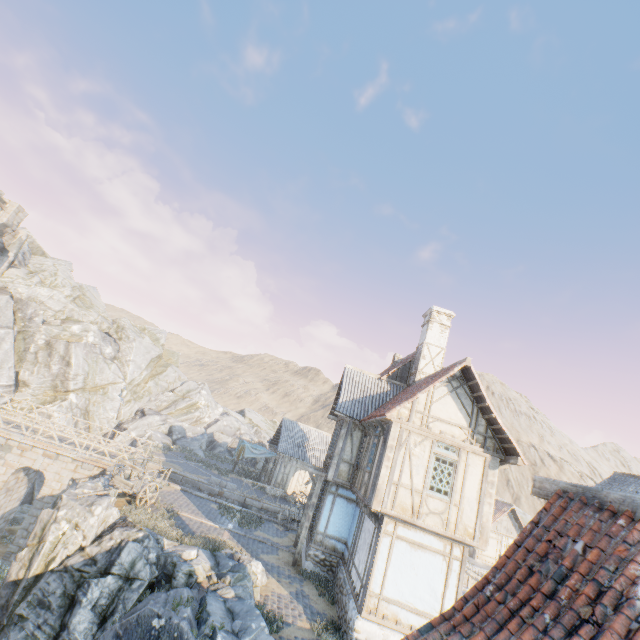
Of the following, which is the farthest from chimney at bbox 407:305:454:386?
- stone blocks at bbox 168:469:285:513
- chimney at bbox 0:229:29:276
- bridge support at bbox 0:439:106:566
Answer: chimney at bbox 0:229:29:276

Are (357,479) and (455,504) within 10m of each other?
yes

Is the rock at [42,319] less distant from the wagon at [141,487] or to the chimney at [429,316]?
the wagon at [141,487]

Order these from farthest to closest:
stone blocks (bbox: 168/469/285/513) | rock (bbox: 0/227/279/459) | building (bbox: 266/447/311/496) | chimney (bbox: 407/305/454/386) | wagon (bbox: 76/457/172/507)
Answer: rock (bbox: 0/227/279/459)
building (bbox: 266/447/311/496)
stone blocks (bbox: 168/469/285/513)
chimney (bbox: 407/305/454/386)
wagon (bbox: 76/457/172/507)

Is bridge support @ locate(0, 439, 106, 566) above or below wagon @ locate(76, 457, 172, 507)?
below

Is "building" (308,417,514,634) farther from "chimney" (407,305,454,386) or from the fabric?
the fabric

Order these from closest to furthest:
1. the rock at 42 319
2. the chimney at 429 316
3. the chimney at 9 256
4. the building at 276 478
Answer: the chimney at 429 316 < the building at 276 478 < the chimney at 9 256 < the rock at 42 319

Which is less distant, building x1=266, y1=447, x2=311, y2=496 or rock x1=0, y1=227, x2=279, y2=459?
building x1=266, y1=447, x2=311, y2=496
